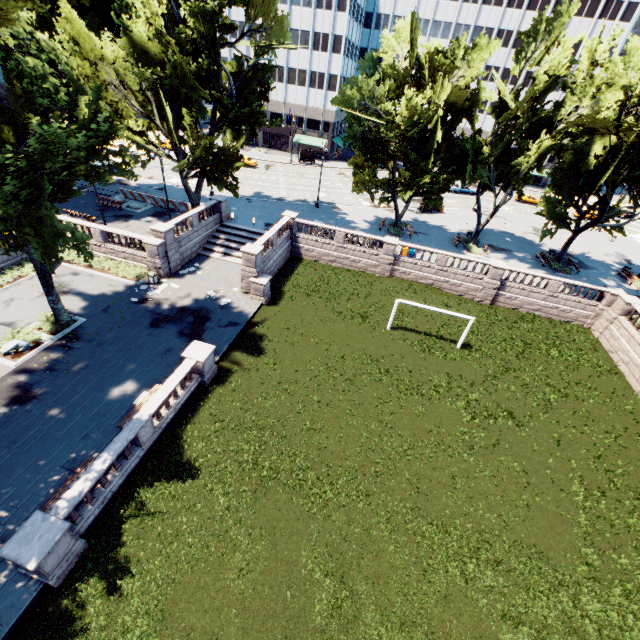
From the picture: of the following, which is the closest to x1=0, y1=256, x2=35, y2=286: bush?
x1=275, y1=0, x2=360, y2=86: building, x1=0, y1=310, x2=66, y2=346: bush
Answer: x1=0, y1=310, x2=66, y2=346: bush

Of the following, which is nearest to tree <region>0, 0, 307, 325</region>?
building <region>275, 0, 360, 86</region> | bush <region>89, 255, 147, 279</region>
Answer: building <region>275, 0, 360, 86</region>

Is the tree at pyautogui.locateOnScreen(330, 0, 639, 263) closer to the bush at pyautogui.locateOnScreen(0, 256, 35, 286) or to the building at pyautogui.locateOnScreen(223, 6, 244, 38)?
the building at pyautogui.locateOnScreen(223, 6, 244, 38)

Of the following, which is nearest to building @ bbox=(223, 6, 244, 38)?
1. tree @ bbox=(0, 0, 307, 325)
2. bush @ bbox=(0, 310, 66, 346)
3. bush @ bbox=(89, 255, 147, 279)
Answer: tree @ bbox=(0, 0, 307, 325)

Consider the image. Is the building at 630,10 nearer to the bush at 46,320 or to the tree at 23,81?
the tree at 23,81

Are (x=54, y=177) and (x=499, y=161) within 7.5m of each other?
no

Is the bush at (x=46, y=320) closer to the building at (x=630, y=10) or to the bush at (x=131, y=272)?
the bush at (x=131, y=272)
